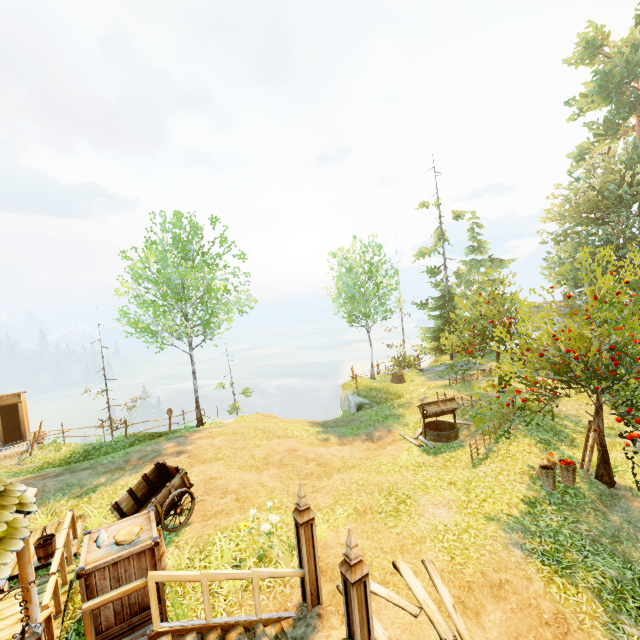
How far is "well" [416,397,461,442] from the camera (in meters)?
14.14

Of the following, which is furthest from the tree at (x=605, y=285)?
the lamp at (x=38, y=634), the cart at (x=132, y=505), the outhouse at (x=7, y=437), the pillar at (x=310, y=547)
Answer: the outhouse at (x=7, y=437)

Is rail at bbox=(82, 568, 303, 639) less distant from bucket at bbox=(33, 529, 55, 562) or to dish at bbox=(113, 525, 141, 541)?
dish at bbox=(113, 525, 141, 541)

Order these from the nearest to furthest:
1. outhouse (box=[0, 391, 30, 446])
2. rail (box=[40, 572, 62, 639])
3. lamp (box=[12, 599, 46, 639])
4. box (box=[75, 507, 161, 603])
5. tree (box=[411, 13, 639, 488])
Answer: lamp (box=[12, 599, 46, 639])
box (box=[75, 507, 161, 603])
rail (box=[40, 572, 62, 639])
tree (box=[411, 13, 639, 488])
outhouse (box=[0, 391, 30, 446])

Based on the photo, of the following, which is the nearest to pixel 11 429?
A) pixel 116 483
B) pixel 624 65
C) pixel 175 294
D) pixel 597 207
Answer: pixel 175 294

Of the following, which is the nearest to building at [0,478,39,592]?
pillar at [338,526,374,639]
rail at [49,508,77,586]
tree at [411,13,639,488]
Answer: rail at [49,508,77,586]

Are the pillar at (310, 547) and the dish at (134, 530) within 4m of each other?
yes

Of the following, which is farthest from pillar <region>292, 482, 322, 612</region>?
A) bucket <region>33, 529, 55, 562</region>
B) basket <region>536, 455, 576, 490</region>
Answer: basket <region>536, 455, 576, 490</region>
